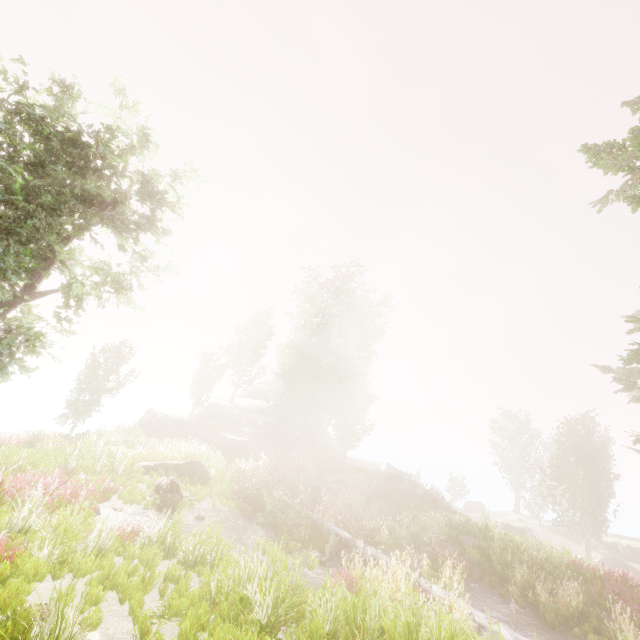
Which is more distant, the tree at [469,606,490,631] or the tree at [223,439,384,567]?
the tree at [223,439,384,567]

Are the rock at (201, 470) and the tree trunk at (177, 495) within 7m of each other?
yes

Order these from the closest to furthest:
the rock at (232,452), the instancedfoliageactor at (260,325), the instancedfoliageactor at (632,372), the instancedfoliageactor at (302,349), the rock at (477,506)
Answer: the instancedfoliageactor at (632,372) → the rock at (232,452) → the instancedfoliageactor at (302,349) → the instancedfoliageactor at (260,325) → the rock at (477,506)

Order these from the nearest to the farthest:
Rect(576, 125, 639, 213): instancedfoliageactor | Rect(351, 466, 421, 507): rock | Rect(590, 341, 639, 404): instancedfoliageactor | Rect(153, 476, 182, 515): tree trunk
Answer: Rect(576, 125, 639, 213): instancedfoliageactor → Rect(590, 341, 639, 404): instancedfoliageactor → Rect(153, 476, 182, 515): tree trunk → Rect(351, 466, 421, 507): rock

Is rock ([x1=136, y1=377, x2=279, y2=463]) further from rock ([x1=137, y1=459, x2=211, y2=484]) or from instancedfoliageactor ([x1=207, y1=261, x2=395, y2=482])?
rock ([x1=137, y1=459, x2=211, y2=484])

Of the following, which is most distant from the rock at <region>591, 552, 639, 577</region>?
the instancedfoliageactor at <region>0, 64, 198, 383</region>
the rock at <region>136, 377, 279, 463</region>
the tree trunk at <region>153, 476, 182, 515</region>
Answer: the tree trunk at <region>153, 476, 182, 515</region>

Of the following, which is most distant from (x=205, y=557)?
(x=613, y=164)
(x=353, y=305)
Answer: (x=353, y=305)

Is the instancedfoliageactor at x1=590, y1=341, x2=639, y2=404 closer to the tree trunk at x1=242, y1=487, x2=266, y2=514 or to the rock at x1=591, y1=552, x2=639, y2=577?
the rock at x1=591, y1=552, x2=639, y2=577
